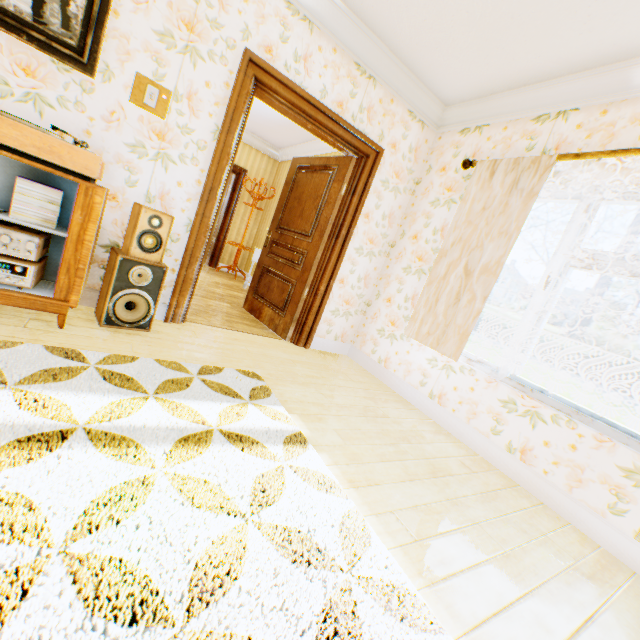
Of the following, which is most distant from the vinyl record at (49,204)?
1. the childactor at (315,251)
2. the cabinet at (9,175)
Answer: the childactor at (315,251)

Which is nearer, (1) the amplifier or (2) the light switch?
(1) the amplifier

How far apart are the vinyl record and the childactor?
2.4m

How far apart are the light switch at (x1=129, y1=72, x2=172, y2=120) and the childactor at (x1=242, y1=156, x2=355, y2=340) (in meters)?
1.78

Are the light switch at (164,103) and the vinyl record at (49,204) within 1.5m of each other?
yes

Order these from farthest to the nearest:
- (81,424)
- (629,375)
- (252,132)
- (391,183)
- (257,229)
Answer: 1. (629,375)
2. (257,229)
3. (252,132)
4. (391,183)
5. (81,424)

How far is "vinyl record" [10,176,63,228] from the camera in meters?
1.9 m

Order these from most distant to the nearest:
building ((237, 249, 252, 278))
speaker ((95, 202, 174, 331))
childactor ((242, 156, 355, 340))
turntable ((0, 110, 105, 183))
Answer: building ((237, 249, 252, 278)), childactor ((242, 156, 355, 340)), speaker ((95, 202, 174, 331)), turntable ((0, 110, 105, 183))
